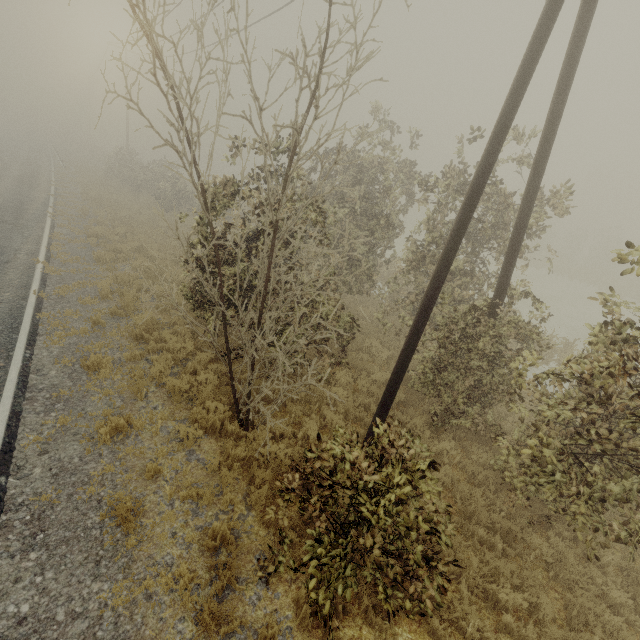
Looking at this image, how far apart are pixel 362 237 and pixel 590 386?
8.32m
